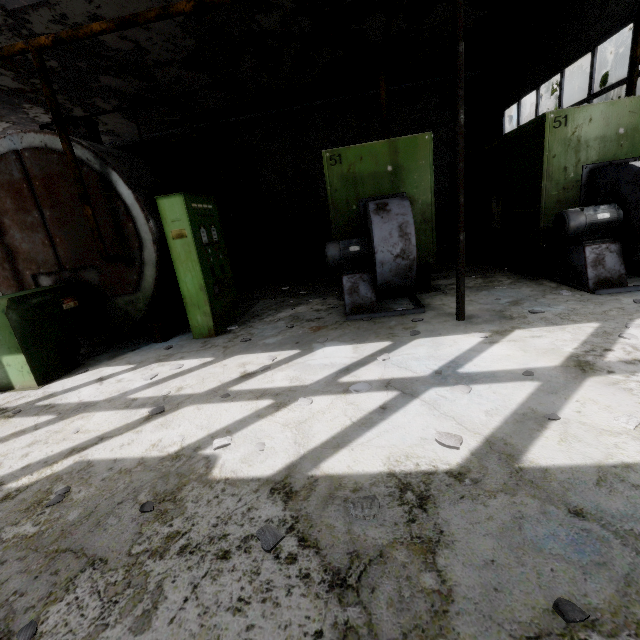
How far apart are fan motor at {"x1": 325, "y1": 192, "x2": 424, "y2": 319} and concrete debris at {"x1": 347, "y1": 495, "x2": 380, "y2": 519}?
3.8 meters

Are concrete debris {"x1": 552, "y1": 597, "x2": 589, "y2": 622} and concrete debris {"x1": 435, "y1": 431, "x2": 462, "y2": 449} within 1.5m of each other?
yes

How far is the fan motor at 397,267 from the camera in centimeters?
504cm

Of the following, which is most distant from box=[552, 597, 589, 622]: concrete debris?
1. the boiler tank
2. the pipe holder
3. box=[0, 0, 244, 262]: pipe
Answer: box=[0, 0, 244, 262]: pipe

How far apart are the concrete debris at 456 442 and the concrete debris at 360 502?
0.75m

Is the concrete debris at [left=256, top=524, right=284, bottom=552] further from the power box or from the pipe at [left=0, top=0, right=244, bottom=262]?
the pipe at [left=0, top=0, right=244, bottom=262]

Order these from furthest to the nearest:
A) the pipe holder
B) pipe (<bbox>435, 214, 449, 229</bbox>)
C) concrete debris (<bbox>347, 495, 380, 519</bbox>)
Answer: pipe (<bbox>435, 214, 449, 229</bbox>) → the pipe holder → concrete debris (<bbox>347, 495, 380, 519</bbox>)

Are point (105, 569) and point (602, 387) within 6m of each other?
yes
